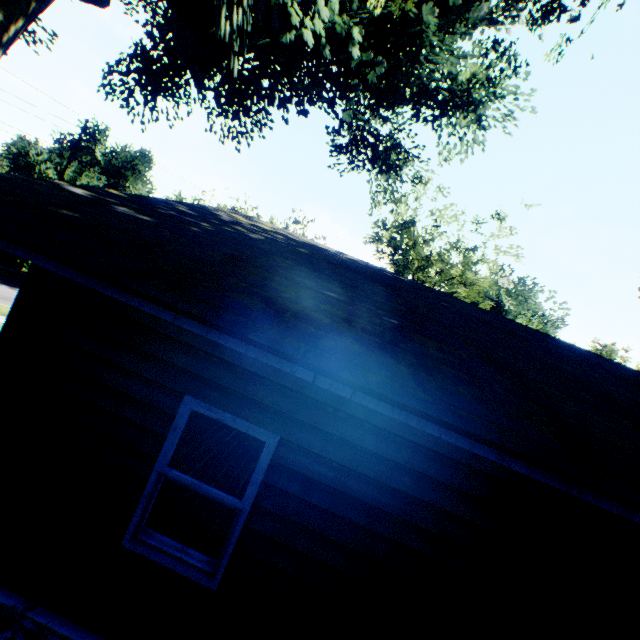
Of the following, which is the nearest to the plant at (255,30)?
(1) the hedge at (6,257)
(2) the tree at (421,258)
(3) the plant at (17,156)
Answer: (2) the tree at (421,258)

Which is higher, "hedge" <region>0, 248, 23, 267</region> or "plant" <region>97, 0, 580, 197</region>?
"plant" <region>97, 0, 580, 197</region>

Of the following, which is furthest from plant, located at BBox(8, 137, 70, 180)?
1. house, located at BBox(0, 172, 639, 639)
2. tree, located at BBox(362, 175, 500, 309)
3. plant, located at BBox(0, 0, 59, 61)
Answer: tree, located at BBox(362, 175, 500, 309)

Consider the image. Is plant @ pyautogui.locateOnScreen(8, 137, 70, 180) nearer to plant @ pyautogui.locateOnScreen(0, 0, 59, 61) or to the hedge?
plant @ pyautogui.locateOnScreen(0, 0, 59, 61)

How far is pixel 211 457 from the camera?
7.4m

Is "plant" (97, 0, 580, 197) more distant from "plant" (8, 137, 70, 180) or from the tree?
"plant" (8, 137, 70, 180)

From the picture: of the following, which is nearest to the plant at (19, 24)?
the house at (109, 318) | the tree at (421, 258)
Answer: the house at (109, 318)

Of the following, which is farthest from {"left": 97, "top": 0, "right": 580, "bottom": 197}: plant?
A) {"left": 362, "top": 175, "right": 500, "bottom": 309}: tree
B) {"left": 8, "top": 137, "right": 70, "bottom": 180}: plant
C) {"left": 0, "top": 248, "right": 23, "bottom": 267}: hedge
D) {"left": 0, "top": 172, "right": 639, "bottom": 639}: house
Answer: {"left": 8, "top": 137, "right": 70, "bottom": 180}: plant
